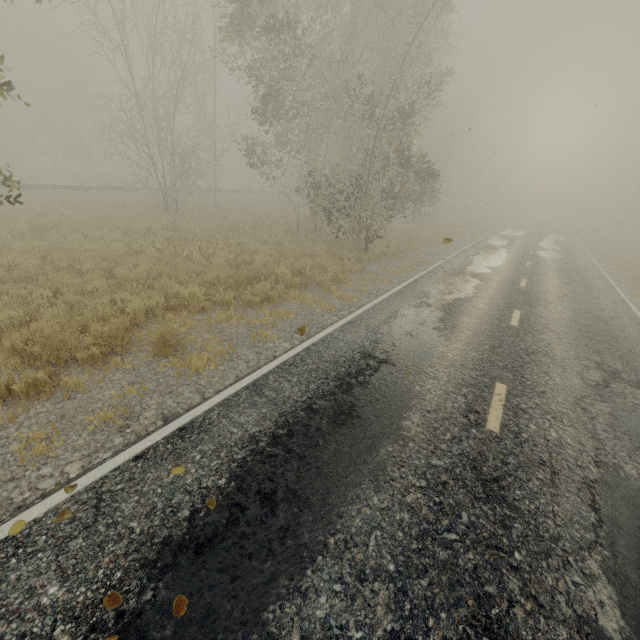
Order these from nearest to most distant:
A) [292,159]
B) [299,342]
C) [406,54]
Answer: [299,342]
[406,54]
[292,159]

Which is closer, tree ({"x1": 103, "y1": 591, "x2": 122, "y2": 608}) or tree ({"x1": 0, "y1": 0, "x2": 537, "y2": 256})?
tree ({"x1": 103, "y1": 591, "x2": 122, "y2": 608})

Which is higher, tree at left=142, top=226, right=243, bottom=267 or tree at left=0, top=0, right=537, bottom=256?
tree at left=0, top=0, right=537, bottom=256

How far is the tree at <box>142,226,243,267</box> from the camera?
11.5 meters

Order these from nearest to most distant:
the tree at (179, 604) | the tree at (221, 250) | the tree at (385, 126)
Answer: the tree at (179, 604), the tree at (221, 250), the tree at (385, 126)

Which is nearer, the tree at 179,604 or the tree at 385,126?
the tree at 179,604
